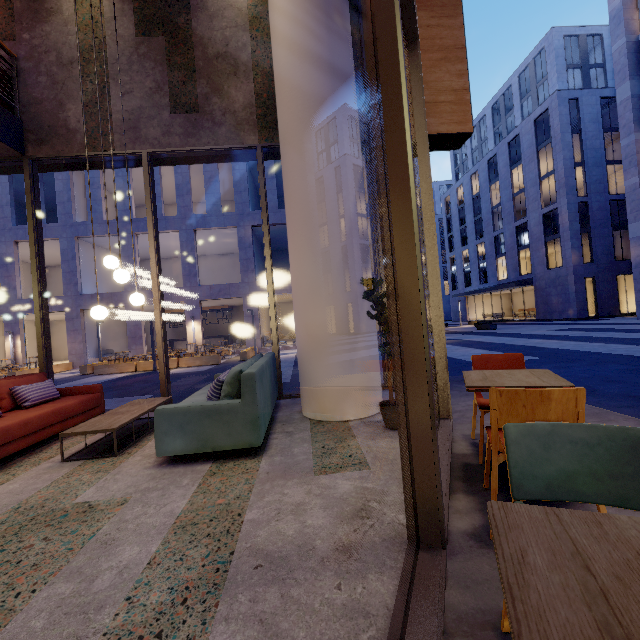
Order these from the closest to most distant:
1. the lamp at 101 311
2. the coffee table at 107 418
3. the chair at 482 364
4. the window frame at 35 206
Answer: the chair at 482 364
the coffee table at 107 418
the lamp at 101 311
the window frame at 35 206

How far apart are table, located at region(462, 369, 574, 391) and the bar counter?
27.2 meters

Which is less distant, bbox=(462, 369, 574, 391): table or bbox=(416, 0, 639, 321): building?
bbox=(462, 369, 574, 391): table

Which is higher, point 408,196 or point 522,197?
point 522,197

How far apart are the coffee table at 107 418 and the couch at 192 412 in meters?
0.5

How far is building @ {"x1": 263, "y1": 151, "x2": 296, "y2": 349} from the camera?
22.69m

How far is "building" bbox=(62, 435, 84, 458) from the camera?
3.86m

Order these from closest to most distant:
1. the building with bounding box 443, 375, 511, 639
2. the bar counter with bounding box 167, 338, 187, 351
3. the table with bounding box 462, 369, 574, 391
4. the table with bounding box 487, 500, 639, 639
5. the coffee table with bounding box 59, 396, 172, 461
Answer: the table with bounding box 487, 500, 639, 639, the building with bounding box 443, 375, 511, 639, the table with bounding box 462, 369, 574, 391, the coffee table with bounding box 59, 396, 172, 461, the bar counter with bounding box 167, 338, 187, 351
